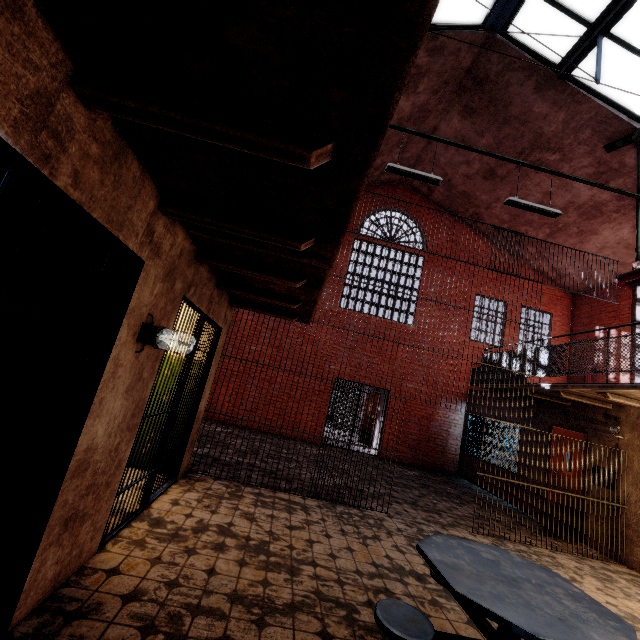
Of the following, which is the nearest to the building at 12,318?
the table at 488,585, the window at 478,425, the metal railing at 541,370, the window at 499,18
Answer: the metal railing at 541,370

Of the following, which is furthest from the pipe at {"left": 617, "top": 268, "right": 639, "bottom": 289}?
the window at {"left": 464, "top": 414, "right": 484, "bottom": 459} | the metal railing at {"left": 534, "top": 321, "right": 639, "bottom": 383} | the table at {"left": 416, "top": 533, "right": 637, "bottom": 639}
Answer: the table at {"left": 416, "top": 533, "right": 637, "bottom": 639}

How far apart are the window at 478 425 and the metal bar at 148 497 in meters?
8.7

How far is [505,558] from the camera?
2.65m

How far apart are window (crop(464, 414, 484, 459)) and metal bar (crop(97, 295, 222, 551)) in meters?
8.7 m

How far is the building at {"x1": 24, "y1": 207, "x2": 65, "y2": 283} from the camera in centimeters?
244cm

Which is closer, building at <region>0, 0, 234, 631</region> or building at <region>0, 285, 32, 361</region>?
building at <region>0, 0, 234, 631</region>

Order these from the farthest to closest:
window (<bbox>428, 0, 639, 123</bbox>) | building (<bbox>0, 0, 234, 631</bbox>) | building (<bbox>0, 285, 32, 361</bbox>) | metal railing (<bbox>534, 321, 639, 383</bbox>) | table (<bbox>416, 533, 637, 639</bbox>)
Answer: window (<bbox>428, 0, 639, 123</bbox>), metal railing (<bbox>534, 321, 639, 383</bbox>), building (<bbox>0, 285, 32, 361</bbox>), table (<bbox>416, 533, 637, 639</bbox>), building (<bbox>0, 0, 234, 631</bbox>)
